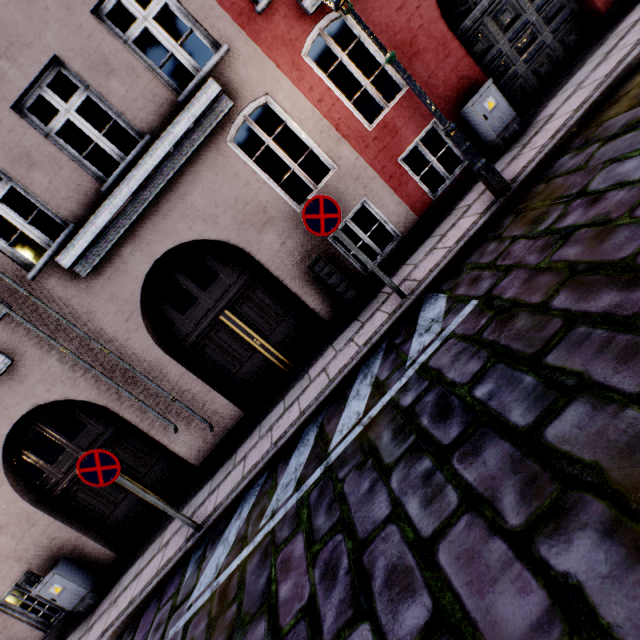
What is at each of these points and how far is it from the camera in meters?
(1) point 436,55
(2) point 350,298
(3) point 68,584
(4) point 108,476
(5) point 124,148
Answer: (1) building, 5.9 m
(2) electrical box, 6.0 m
(3) electrical box, 6.2 m
(4) sign, 4.3 m
(5) building, 11.1 m

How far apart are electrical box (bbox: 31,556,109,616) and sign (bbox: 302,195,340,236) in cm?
793

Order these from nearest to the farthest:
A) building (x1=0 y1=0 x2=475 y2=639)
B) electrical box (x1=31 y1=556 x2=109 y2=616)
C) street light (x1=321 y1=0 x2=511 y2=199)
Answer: street light (x1=321 y1=0 x2=511 y2=199)
building (x1=0 y1=0 x2=475 y2=639)
electrical box (x1=31 y1=556 x2=109 y2=616)

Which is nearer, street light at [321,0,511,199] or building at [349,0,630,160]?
street light at [321,0,511,199]

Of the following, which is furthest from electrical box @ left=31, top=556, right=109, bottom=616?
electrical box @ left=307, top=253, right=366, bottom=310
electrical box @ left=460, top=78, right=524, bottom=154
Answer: electrical box @ left=460, top=78, right=524, bottom=154

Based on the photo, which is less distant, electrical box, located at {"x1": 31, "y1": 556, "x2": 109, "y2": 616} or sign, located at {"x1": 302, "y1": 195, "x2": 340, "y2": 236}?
sign, located at {"x1": 302, "y1": 195, "x2": 340, "y2": 236}

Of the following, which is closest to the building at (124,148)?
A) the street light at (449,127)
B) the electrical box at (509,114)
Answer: the electrical box at (509,114)

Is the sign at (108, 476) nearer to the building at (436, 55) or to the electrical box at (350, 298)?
the building at (436, 55)
